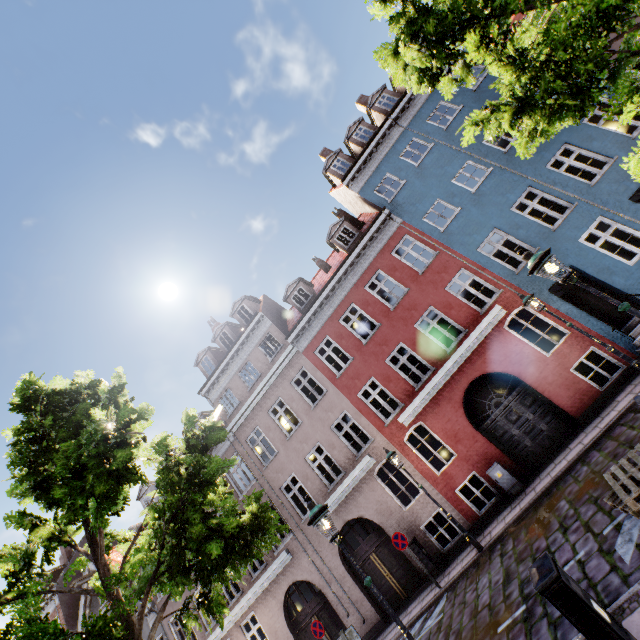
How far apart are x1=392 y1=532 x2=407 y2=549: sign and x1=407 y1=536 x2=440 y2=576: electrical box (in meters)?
1.31

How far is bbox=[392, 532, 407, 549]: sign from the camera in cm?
1092

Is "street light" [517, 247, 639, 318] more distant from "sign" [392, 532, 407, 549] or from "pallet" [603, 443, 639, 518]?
"sign" [392, 532, 407, 549]

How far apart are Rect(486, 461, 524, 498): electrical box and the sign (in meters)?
3.58

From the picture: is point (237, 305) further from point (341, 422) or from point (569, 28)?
point (569, 28)

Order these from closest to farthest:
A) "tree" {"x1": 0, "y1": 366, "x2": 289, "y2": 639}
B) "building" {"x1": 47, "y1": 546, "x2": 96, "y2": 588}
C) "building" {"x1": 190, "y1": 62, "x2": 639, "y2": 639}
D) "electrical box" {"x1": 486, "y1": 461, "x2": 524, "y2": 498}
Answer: "tree" {"x1": 0, "y1": 366, "x2": 289, "y2": 639}, "electrical box" {"x1": 486, "y1": 461, "x2": 524, "y2": 498}, "building" {"x1": 190, "y1": 62, "x2": 639, "y2": 639}, "building" {"x1": 47, "y1": 546, "x2": 96, "y2": 588}

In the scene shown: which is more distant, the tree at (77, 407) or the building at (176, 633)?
the building at (176, 633)

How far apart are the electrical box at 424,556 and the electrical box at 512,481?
3.8 meters
